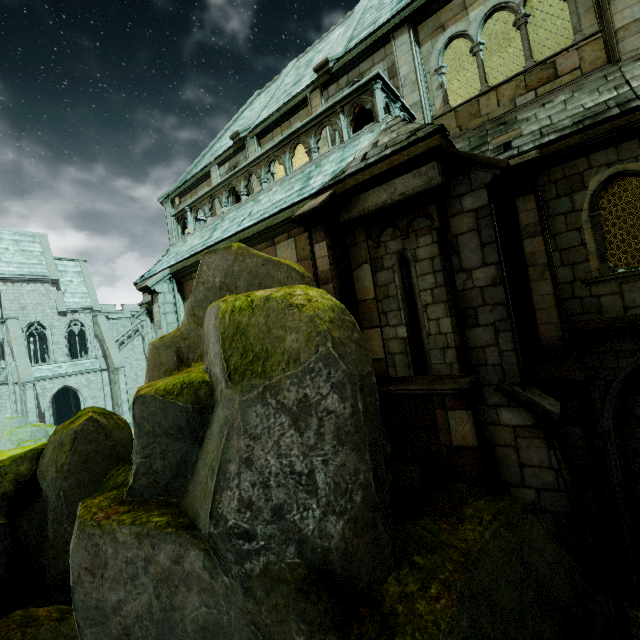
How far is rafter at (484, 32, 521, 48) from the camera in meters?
A: 13.1

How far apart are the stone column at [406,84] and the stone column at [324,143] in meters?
2.5

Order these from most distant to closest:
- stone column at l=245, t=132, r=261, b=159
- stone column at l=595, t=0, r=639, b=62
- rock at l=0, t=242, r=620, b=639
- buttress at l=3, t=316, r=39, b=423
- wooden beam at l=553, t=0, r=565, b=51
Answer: buttress at l=3, t=316, r=39, b=423 < stone column at l=245, t=132, r=261, b=159 < wooden beam at l=553, t=0, r=565, b=51 < stone column at l=595, t=0, r=639, b=62 < rock at l=0, t=242, r=620, b=639

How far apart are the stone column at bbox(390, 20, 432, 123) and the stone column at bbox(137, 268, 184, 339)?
8.33m

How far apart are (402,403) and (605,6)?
9.13m

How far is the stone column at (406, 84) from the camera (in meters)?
8.82

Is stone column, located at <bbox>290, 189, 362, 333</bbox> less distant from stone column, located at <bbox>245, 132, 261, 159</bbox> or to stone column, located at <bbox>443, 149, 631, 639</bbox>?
stone column, located at <bbox>443, 149, 631, 639</bbox>

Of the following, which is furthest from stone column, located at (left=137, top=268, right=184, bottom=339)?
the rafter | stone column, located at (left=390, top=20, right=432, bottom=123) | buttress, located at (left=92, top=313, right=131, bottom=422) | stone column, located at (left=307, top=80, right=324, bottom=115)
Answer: buttress, located at (left=92, top=313, right=131, bottom=422)
